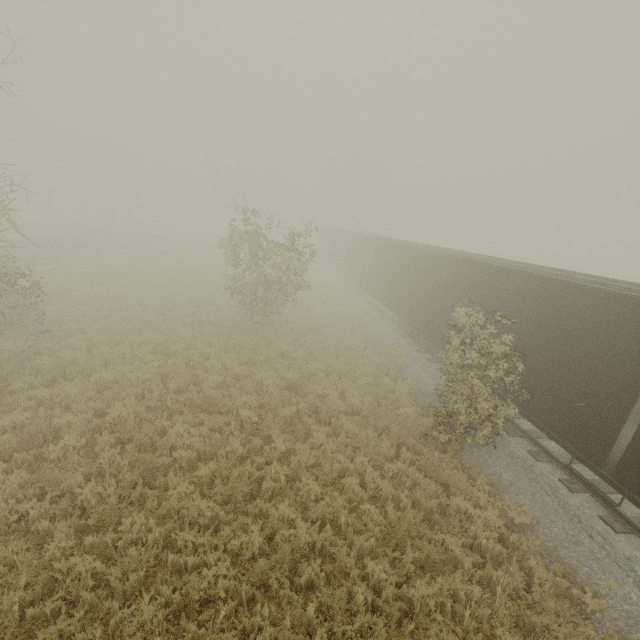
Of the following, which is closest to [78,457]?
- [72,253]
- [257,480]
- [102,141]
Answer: [257,480]
